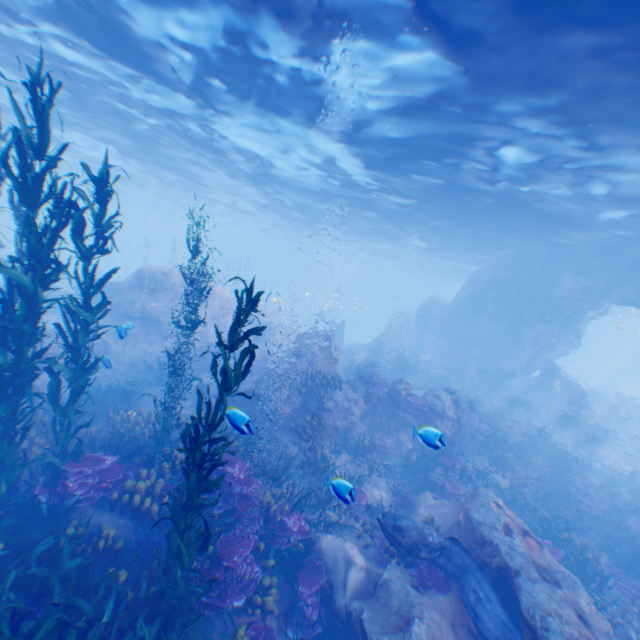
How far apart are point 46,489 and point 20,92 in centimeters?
2133cm

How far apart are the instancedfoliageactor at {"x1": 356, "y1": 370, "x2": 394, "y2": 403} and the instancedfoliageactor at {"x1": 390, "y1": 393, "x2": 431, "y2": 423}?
0.5 meters

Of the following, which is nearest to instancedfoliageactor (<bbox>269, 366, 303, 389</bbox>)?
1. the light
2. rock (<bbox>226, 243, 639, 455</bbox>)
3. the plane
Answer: rock (<bbox>226, 243, 639, 455</bbox>)

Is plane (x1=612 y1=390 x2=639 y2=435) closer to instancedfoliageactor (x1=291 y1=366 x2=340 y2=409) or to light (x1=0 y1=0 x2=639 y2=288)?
light (x1=0 y1=0 x2=639 y2=288)

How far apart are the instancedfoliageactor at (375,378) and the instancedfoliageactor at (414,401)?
0.5m

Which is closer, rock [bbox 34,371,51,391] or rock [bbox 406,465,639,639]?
rock [bbox 406,465,639,639]

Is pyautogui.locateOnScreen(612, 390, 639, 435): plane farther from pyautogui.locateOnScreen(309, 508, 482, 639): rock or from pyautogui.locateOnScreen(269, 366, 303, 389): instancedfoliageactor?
pyautogui.locateOnScreen(269, 366, 303, 389): instancedfoliageactor

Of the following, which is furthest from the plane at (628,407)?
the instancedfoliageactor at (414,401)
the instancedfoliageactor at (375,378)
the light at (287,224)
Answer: the instancedfoliageactor at (375,378)
